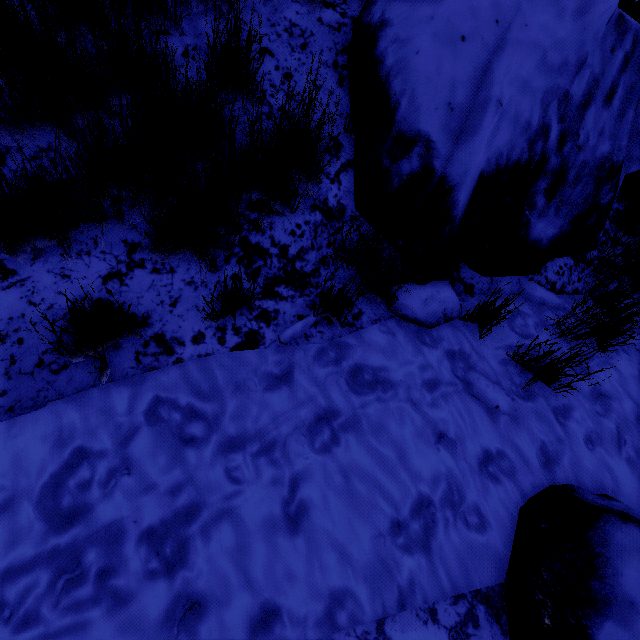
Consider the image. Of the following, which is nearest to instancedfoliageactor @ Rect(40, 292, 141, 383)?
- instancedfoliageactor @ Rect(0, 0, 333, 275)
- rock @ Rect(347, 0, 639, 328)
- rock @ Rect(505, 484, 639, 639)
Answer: instancedfoliageactor @ Rect(0, 0, 333, 275)

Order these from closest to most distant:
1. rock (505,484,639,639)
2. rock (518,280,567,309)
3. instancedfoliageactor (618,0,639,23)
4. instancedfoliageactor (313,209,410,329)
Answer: rock (505,484,639,639)
instancedfoliageactor (313,209,410,329)
rock (518,280,567,309)
instancedfoliageactor (618,0,639,23)

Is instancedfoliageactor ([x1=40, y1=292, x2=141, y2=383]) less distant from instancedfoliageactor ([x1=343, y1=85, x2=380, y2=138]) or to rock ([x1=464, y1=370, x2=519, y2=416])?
instancedfoliageactor ([x1=343, y1=85, x2=380, y2=138])

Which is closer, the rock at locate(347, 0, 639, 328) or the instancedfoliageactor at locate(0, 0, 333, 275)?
the instancedfoliageactor at locate(0, 0, 333, 275)

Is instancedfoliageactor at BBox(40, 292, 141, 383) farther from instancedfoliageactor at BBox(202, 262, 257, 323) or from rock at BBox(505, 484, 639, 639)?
rock at BBox(505, 484, 639, 639)

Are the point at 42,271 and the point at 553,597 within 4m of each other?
yes

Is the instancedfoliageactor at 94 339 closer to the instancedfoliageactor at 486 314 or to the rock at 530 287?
the instancedfoliageactor at 486 314
